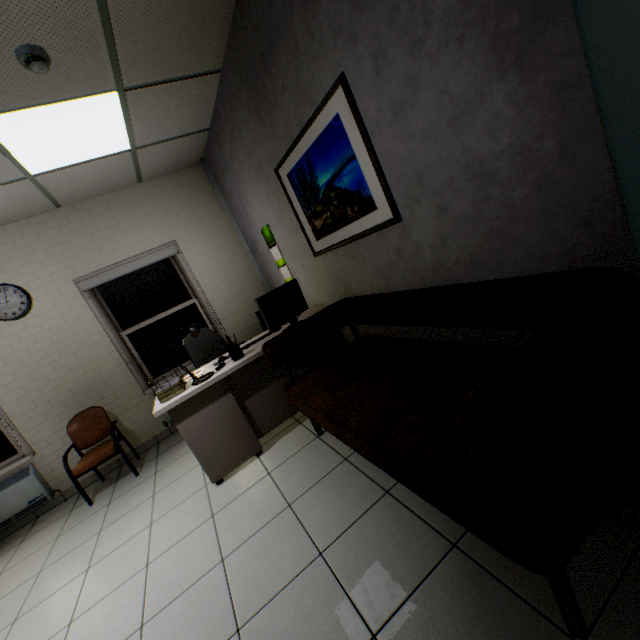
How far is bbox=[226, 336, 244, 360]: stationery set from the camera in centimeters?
289cm

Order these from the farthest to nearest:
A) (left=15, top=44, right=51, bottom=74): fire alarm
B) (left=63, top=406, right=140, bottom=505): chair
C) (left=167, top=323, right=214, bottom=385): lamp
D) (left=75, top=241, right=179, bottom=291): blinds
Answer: (left=75, top=241, right=179, bottom=291): blinds, (left=63, top=406, right=140, bottom=505): chair, (left=167, top=323, right=214, bottom=385): lamp, (left=15, top=44, right=51, bottom=74): fire alarm

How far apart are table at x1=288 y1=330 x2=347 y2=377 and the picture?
0.6 meters

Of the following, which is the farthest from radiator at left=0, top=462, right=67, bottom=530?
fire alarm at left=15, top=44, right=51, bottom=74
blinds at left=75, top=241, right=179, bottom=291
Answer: fire alarm at left=15, top=44, right=51, bottom=74

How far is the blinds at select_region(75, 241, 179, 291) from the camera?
4.1m

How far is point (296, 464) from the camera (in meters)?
2.58

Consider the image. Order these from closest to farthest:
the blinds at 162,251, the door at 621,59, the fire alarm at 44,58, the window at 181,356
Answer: the door at 621,59 → the fire alarm at 44,58 → the blinds at 162,251 → the window at 181,356

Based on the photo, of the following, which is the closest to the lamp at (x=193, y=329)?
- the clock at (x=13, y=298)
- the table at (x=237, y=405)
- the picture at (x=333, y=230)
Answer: the table at (x=237, y=405)
